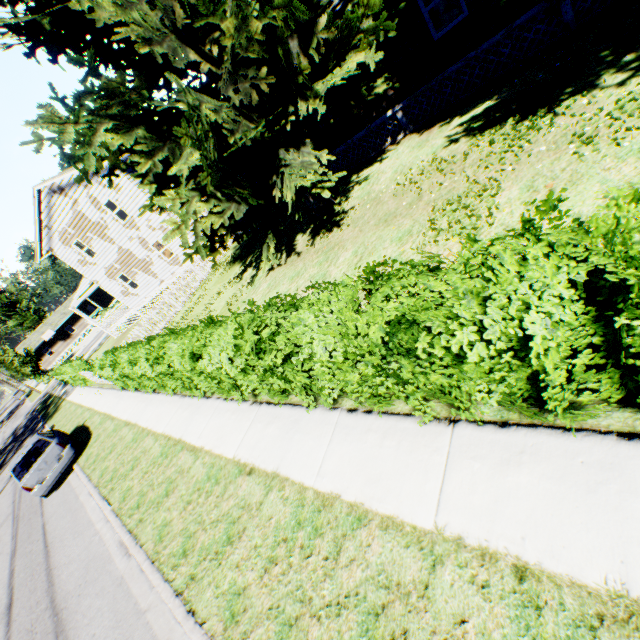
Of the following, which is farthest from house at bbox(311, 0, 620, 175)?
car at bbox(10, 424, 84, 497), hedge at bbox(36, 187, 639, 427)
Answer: car at bbox(10, 424, 84, 497)

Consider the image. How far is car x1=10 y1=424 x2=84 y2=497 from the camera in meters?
11.3

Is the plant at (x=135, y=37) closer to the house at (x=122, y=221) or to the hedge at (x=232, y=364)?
the house at (x=122, y=221)

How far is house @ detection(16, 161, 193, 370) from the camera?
20.08m

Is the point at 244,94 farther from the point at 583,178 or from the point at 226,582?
the point at 226,582

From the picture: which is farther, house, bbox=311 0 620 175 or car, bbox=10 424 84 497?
car, bbox=10 424 84 497

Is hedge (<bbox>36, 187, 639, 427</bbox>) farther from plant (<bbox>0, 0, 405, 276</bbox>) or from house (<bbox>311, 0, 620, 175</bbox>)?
house (<bbox>311, 0, 620, 175</bbox>)

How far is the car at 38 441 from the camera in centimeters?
1127cm
